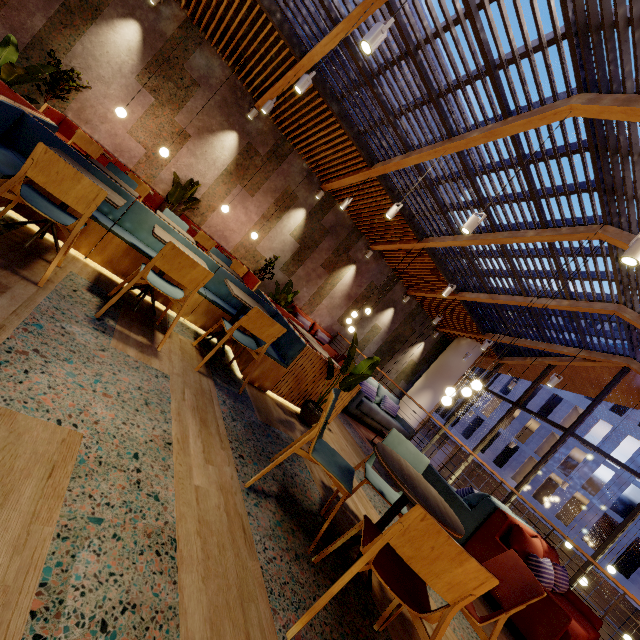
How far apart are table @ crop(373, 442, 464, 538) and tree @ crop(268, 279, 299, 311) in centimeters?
418cm

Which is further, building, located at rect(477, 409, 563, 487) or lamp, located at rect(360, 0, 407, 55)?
building, located at rect(477, 409, 563, 487)

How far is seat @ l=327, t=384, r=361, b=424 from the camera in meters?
4.7

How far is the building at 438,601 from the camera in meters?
2.7 m

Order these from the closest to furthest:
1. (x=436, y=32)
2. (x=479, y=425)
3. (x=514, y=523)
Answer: (x=514, y=523) < (x=436, y=32) < (x=479, y=425)

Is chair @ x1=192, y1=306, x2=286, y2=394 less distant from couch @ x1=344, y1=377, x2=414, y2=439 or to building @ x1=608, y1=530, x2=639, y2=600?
couch @ x1=344, y1=377, x2=414, y2=439

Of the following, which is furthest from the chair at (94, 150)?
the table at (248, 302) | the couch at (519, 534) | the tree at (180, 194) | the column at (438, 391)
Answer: the column at (438, 391)

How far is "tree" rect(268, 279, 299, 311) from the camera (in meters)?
6.35
